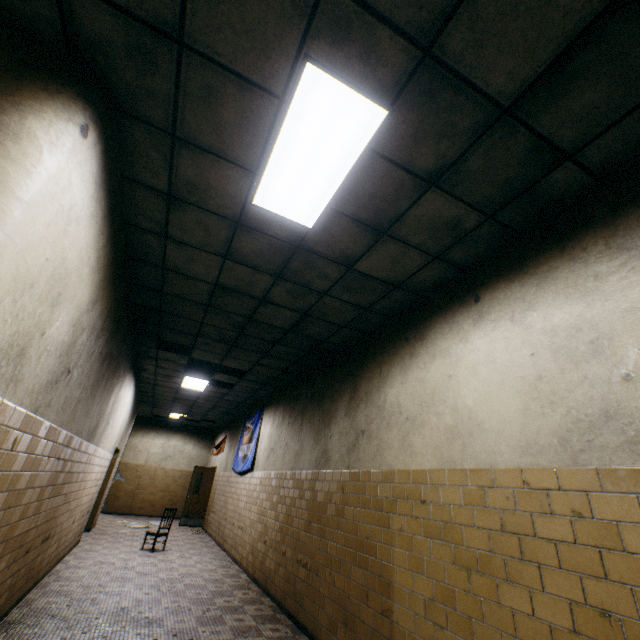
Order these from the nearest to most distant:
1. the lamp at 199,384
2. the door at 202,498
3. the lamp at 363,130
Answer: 1. the lamp at 363,130
2. the lamp at 199,384
3. the door at 202,498

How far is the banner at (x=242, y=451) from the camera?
9.00m

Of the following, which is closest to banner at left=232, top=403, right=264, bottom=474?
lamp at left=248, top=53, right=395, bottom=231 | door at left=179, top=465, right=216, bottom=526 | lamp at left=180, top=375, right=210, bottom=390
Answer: lamp at left=180, top=375, right=210, bottom=390

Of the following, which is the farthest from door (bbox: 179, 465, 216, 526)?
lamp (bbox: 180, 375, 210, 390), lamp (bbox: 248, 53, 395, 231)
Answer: lamp (bbox: 248, 53, 395, 231)

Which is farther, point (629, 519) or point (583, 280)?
point (583, 280)

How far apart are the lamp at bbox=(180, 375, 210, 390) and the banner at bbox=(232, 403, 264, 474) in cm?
169

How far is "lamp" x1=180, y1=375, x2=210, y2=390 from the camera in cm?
855

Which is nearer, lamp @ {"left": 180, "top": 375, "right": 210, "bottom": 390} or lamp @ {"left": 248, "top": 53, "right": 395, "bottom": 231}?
lamp @ {"left": 248, "top": 53, "right": 395, "bottom": 231}
